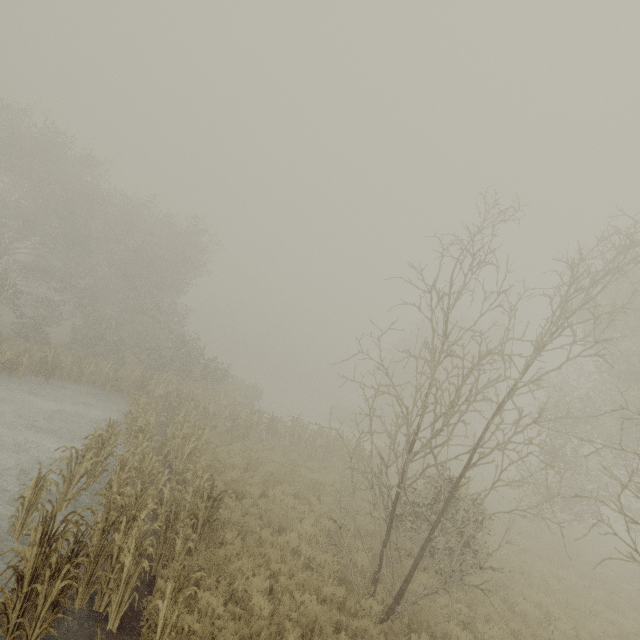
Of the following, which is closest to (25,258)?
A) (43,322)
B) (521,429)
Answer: (43,322)
